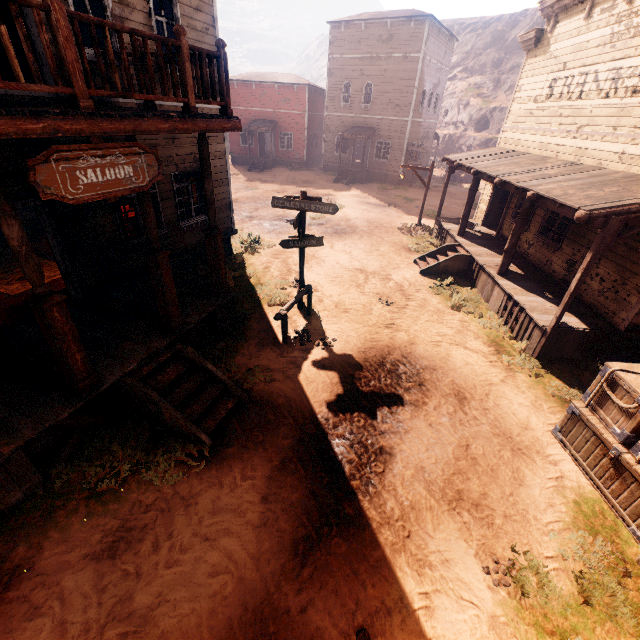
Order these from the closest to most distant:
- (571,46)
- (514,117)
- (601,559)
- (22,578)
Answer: (22,578)
(601,559)
(571,46)
(514,117)

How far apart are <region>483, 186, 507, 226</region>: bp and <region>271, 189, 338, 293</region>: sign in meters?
9.9

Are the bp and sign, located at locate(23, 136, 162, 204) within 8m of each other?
no

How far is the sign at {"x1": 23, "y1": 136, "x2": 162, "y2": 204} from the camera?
3.6m

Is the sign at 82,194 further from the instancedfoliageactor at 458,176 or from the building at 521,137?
the instancedfoliageactor at 458,176

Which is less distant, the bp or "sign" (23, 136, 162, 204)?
"sign" (23, 136, 162, 204)

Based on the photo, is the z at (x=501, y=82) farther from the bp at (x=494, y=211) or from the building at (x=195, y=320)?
the bp at (x=494, y=211)

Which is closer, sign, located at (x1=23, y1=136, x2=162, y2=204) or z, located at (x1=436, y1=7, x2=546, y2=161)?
sign, located at (x1=23, y1=136, x2=162, y2=204)
